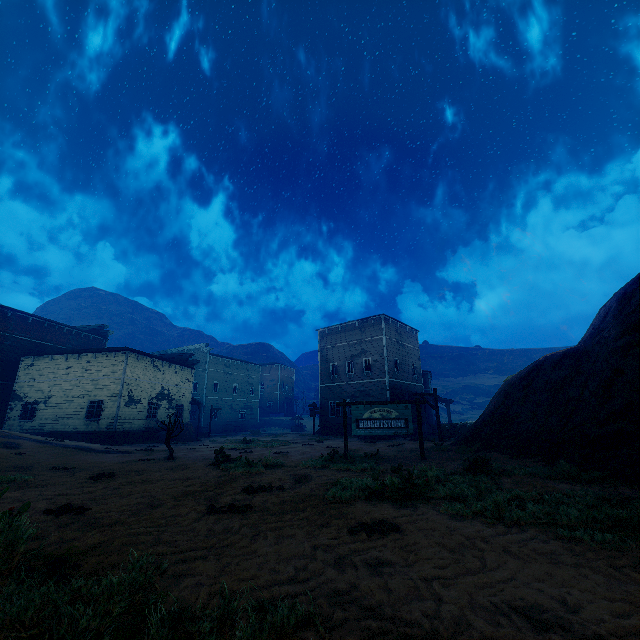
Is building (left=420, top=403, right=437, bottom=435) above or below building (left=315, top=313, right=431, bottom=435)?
below

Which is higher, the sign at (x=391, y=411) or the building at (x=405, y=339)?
the building at (x=405, y=339)

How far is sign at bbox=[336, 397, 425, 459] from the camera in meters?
12.4

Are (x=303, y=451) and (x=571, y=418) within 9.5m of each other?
no

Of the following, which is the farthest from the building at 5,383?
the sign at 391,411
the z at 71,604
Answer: the sign at 391,411

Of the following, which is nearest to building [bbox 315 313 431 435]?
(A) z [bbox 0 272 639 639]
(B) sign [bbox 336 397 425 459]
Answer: (A) z [bbox 0 272 639 639]

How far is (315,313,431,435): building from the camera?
29.7 meters
